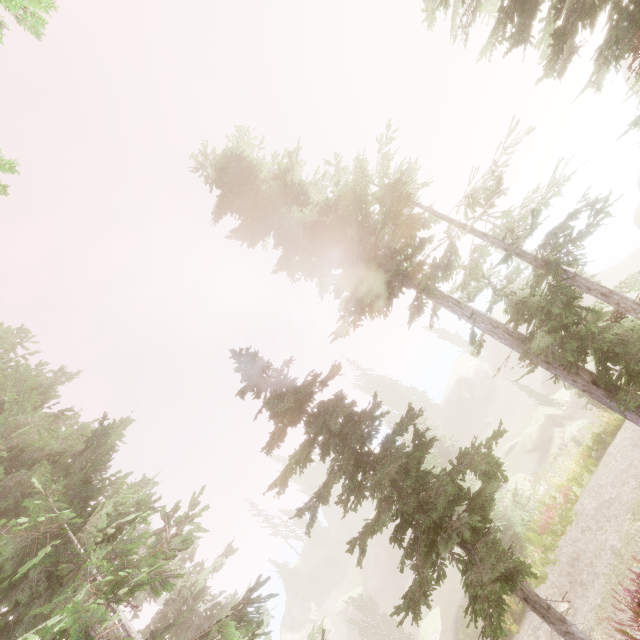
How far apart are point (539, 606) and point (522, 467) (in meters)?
28.08

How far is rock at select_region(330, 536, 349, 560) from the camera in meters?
57.6

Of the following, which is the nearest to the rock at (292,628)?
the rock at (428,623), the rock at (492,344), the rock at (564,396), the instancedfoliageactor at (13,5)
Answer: the instancedfoliageactor at (13,5)

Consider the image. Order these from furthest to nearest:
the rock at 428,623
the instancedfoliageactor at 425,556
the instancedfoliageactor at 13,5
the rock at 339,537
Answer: the rock at 339,537 → the rock at 428,623 → the instancedfoliageactor at 425,556 → the instancedfoliageactor at 13,5

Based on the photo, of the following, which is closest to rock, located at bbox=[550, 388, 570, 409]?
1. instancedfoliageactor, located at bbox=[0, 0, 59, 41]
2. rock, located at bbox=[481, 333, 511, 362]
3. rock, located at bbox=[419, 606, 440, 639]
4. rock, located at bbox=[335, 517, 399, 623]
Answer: instancedfoliageactor, located at bbox=[0, 0, 59, 41]

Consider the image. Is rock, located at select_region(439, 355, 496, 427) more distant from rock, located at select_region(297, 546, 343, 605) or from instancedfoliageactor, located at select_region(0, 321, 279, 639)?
rock, located at select_region(297, 546, 343, 605)

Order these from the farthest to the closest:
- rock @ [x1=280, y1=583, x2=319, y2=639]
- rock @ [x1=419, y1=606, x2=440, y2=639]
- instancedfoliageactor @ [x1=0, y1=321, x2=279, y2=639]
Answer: rock @ [x1=280, y1=583, x2=319, y2=639] → rock @ [x1=419, y1=606, x2=440, y2=639] → instancedfoliageactor @ [x1=0, y1=321, x2=279, y2=639]

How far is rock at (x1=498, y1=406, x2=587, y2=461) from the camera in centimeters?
2717cm
